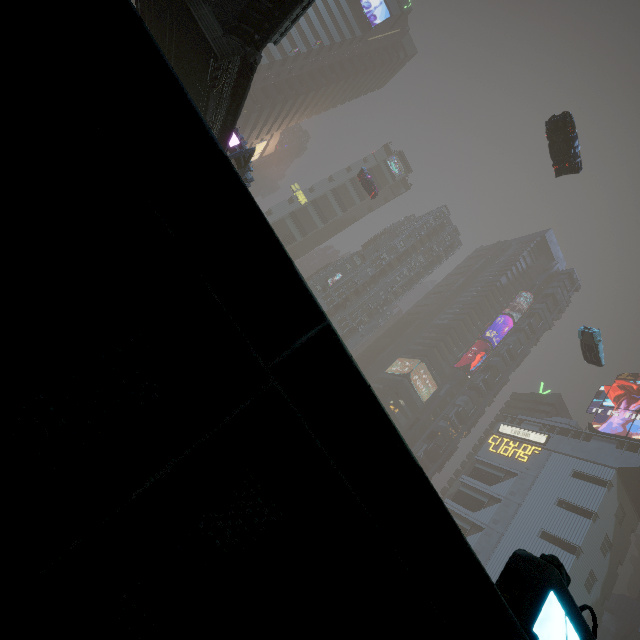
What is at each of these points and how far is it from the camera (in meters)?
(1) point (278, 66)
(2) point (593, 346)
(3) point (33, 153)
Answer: (1) building, 58.25
(2) car, 30.41
(3) building, 0.80

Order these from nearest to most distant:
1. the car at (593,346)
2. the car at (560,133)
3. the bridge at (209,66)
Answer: the bridge at (209,66), the car at (560,133), the car at (593,346)

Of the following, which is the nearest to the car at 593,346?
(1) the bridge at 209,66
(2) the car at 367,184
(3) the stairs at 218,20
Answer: (2) the car at 367,184

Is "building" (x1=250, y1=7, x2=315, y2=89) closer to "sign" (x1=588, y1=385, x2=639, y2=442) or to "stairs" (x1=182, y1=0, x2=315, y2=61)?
"sign" (x1=588, y1=385, x2=639, y2=442)

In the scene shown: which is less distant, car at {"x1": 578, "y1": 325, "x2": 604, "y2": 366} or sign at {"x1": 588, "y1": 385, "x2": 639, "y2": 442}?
car at {"x1": 578, "y1": 325, "x2": 604, "y2": 366}

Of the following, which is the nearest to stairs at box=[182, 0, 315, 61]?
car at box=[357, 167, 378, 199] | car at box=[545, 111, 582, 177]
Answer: car at box=[545, 111, 582, 177]

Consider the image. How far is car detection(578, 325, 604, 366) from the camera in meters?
29.8

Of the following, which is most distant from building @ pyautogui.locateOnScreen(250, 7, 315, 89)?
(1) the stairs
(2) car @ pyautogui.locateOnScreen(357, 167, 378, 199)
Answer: (1) the stairs
